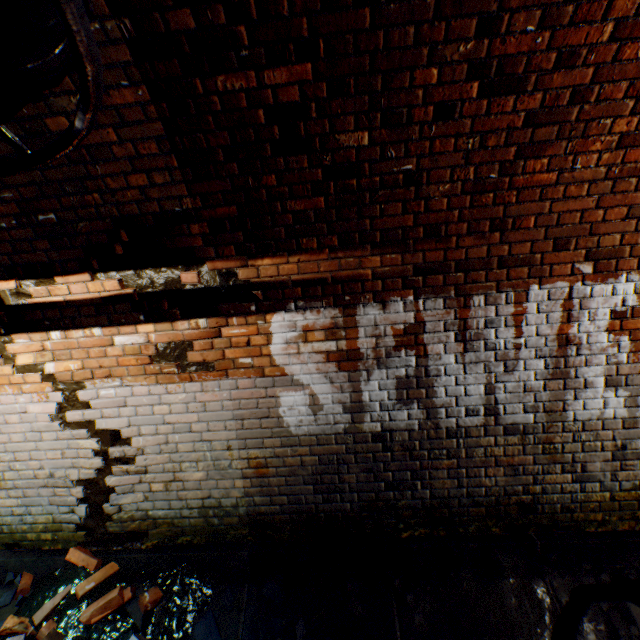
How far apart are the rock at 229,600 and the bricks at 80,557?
0.4 meters

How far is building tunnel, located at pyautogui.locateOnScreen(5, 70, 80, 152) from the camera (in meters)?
1.82

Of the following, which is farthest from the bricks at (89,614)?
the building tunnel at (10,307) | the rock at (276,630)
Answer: the rock at (276,630)

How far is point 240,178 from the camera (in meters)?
2.17

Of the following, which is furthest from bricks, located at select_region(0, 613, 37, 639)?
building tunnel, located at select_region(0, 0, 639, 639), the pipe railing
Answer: the pipe railing

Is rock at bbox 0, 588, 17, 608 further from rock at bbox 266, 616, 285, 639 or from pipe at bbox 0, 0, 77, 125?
pipe at bbox 0, 0, 77, 125

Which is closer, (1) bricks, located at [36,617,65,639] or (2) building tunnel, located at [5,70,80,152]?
(2) building tunnel, located at [5,70,80,152]
